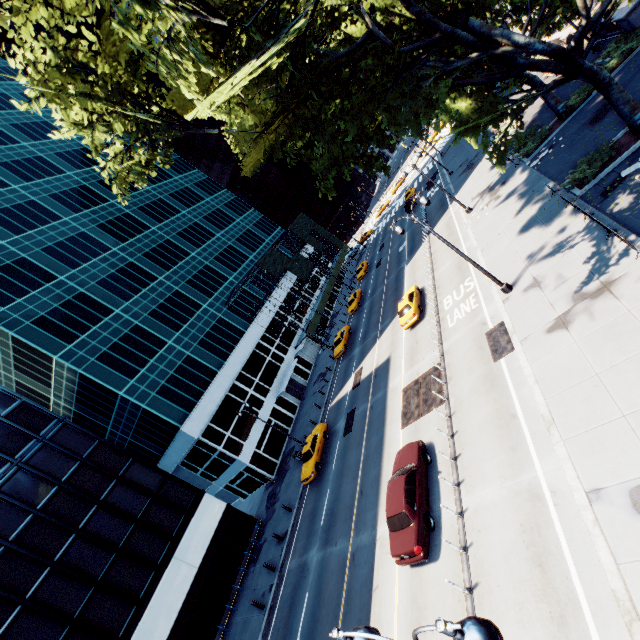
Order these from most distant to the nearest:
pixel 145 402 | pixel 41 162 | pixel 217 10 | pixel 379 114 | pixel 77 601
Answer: pixel 41 162, pixel 145 402, pixel 77 601, pixel 379 114, pixel 217 10

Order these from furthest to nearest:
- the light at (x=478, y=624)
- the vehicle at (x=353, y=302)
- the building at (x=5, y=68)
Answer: the building at (x=5, y=68), the vehicle at (x=353, y=302), the light at (x=478, y=624)

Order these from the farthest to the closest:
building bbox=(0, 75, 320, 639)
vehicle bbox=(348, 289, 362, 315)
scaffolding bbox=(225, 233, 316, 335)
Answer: scaffolding bbox=(225, 233, 316, 335) < vehicle bbox=(348, 289, 362, 315) < building bbox=(0, 75, 320, 639)

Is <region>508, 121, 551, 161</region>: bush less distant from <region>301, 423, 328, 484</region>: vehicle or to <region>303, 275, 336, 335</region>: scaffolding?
<region>301, 423, 328, 484</region>: vehicle

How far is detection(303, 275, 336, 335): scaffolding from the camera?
47.2 meters

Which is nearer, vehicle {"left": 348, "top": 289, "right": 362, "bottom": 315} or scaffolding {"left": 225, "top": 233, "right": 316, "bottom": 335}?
vehicle {"left": 348, "top": 289, "right": 362, "bottom": 315}

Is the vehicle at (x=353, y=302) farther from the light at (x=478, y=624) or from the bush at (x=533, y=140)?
the bush at (x=533, y=140)

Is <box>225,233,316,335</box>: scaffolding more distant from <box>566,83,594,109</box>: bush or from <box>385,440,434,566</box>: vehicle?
<box>566,83,594,109</box>: bush
